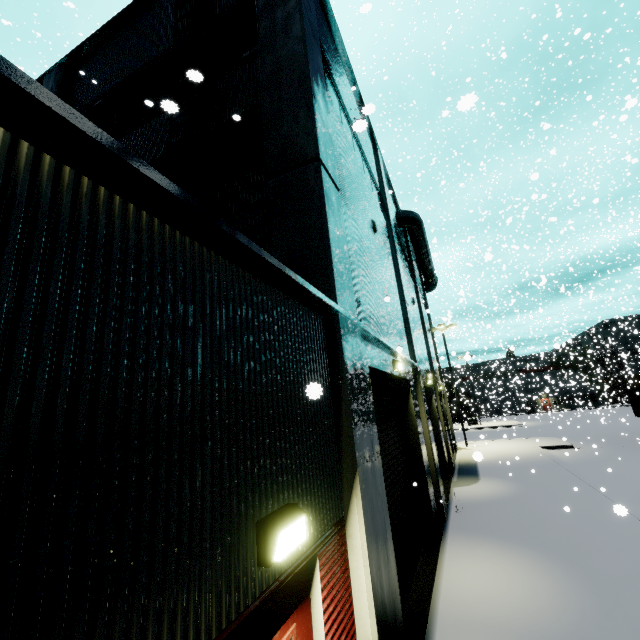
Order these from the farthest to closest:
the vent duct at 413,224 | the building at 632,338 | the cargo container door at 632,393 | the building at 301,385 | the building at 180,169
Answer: the building at 632,338
the cargo container door at 632,393
the vent duct at 413,224
the building at 180,169
the building at 301,385

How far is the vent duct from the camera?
17.86m

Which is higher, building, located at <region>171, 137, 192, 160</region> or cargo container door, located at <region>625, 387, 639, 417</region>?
building, located at <region>171, 137, 192, 160</region>

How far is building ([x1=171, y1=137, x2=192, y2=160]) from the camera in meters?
6.7

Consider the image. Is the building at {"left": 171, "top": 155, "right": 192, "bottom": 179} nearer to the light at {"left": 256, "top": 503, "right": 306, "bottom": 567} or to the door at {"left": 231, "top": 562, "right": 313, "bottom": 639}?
the door at {"left": 231, "top": 562, "right": 313, "bottom": 639}

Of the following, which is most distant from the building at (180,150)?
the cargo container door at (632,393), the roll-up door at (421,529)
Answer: the cargo container door at (632,393)

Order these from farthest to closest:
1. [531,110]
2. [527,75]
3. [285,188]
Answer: [527,75]
[531,110]
[285,188]

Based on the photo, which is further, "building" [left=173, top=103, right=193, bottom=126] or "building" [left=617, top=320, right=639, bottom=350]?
Answer: "building" [left=617, top=320, right=639, bottom=350]
